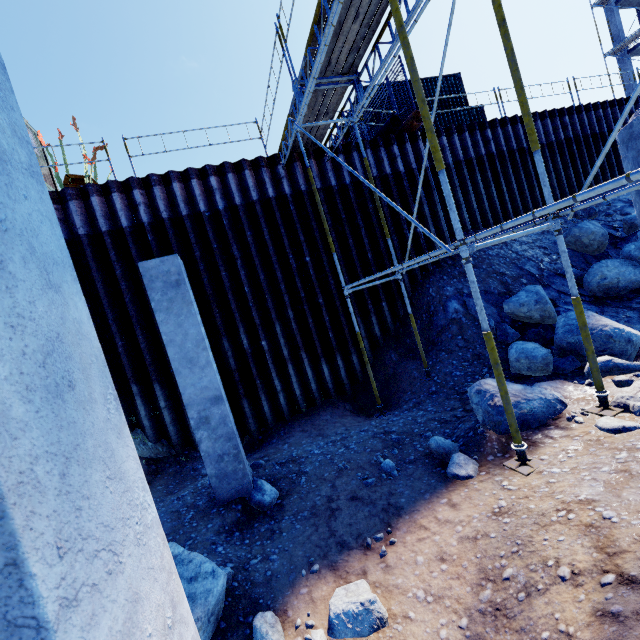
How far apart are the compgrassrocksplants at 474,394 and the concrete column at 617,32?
38.0 meters

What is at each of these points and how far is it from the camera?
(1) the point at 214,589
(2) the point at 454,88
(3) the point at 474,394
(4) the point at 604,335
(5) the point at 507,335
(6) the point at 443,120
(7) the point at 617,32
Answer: (1) compgrassrocksplants, 3.2 meters
(2) cargo container, 17.4 meters
(3) compgrassrocksplants, 5.1 meters
(4) compgrassrocksplants, 5.7 meters
(5) compgrassrocksplants, 8.1 meters
(6) cargo container, 15.7 meters
(7) concrete column, 26.2 meters

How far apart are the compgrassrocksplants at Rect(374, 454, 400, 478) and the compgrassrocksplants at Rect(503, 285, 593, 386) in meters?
3.5

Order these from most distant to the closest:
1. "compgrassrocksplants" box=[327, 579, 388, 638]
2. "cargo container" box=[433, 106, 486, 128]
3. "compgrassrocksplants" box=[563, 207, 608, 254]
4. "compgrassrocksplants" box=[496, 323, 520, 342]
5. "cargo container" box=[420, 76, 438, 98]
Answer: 1. "cargo container" box=[420, 76, 438, 98]
2. "cargo container" box=[433, 106, 486, 128]
3. "compgrassrocksplants" box=[563, 207, 608, 254]
4. "compgrassrocksplants" box=[496, 323, 520, 342]
5. "compgrassrocksplants" box=[327, 579, 388, 638]

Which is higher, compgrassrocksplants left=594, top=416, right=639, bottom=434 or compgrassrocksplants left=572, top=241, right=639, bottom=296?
compgrassrocksplants left=572, top=241, right=639, bottom=296

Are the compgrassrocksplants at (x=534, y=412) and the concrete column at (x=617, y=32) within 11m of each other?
no

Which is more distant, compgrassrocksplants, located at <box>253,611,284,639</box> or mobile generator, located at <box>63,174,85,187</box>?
mobile generator, located at <box>63,174,85,187</box>

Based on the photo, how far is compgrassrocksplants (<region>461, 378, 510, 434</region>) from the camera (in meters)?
4.64
